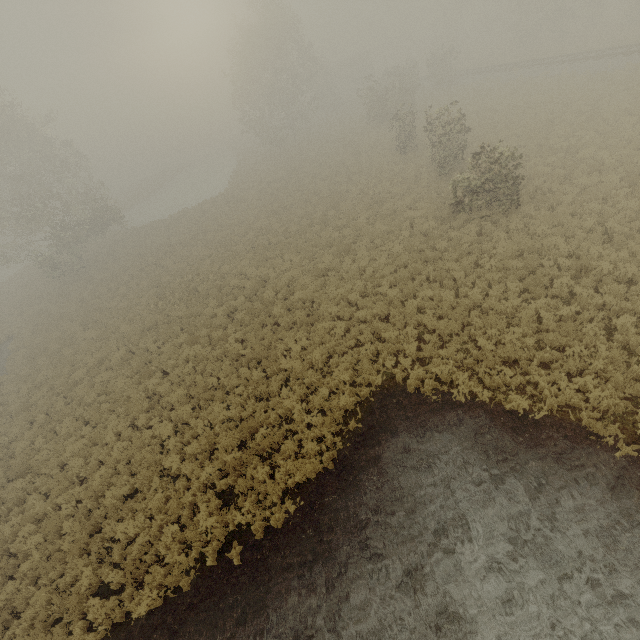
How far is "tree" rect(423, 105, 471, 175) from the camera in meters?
17.7 m

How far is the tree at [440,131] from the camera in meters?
17.7

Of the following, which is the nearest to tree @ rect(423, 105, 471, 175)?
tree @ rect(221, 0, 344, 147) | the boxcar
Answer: tree @ rect(221, 0, 344, 147)

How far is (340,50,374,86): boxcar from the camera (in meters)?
55.50

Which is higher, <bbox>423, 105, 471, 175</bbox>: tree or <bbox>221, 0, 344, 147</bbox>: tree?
<bbox>221, 0, 344, 147</bbox>: tree

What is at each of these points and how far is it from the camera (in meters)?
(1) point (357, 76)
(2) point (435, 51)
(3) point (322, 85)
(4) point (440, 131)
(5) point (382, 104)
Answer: (1) boxcar, 56.81
(2) tree, 56.62
(3) tree, 52.03
(4) tree, 18.05
(5) tree, 34.47

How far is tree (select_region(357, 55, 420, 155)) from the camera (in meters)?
24.47

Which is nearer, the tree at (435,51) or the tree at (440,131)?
the tree at (440,131)
